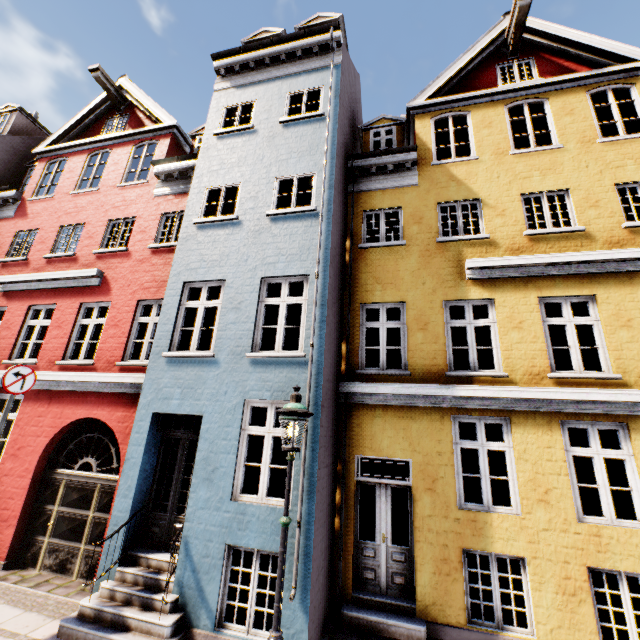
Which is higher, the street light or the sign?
the sign

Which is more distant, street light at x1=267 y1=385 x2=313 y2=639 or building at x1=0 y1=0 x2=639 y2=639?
building at x1=0 y1=0 x2=639 y2=639

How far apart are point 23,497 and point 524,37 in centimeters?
1873cm

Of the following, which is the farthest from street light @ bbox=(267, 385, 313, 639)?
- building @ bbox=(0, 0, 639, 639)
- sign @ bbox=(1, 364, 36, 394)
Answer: sign @ bbox=(1, 364, 36, 394)

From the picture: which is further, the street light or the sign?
the sign

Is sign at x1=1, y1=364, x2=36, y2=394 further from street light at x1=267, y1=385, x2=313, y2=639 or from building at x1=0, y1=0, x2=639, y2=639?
street light at x1=267, y1=385, x2=313, y2=639

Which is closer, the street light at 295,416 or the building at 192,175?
the street light at 295,416

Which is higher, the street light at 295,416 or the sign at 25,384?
the sign at 25,384
